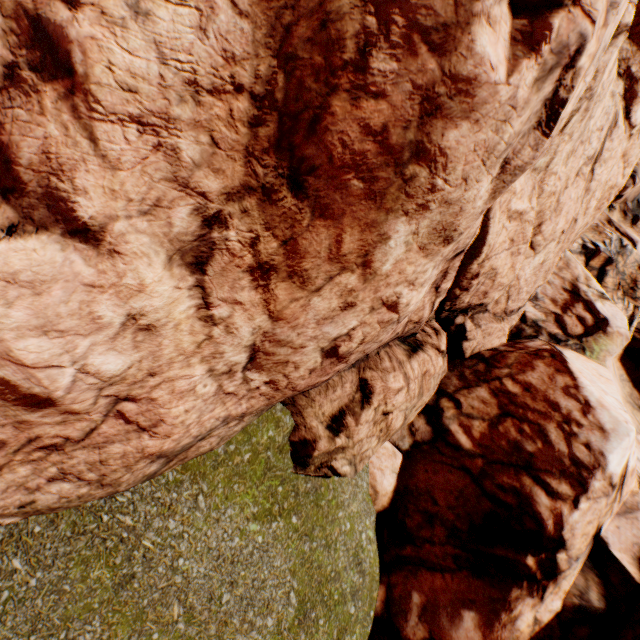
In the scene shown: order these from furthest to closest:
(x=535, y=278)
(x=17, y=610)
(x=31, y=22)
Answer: (x=535, y=278) → (x=17, y=610) → (x=31, y=22)
